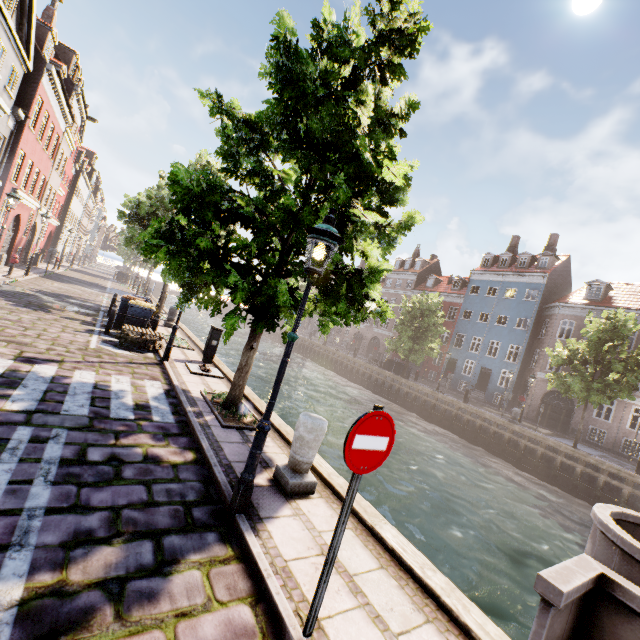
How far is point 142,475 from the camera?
4.20m

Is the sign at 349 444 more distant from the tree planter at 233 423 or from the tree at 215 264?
the tree planter at 233 423

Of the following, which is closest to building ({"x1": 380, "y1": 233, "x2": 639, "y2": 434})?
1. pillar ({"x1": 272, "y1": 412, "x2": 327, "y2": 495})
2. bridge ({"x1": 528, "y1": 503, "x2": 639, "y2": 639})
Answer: bridge ({"x1": 528, "y1": 503, "x2": 639, "y2": 639})

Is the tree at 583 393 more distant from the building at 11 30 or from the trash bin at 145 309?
the trash bin at 145 309

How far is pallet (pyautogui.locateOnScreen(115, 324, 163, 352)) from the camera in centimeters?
1023cm

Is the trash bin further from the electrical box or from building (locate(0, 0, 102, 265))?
building (locate(0, 0, 102, 265))

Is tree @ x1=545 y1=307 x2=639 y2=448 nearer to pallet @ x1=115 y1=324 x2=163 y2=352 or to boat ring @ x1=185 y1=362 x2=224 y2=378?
boat ring @ x1=185 y1=362 x2=224 y2=378

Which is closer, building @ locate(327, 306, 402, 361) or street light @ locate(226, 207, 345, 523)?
street light @ locate(226, 207, 345, 523)
